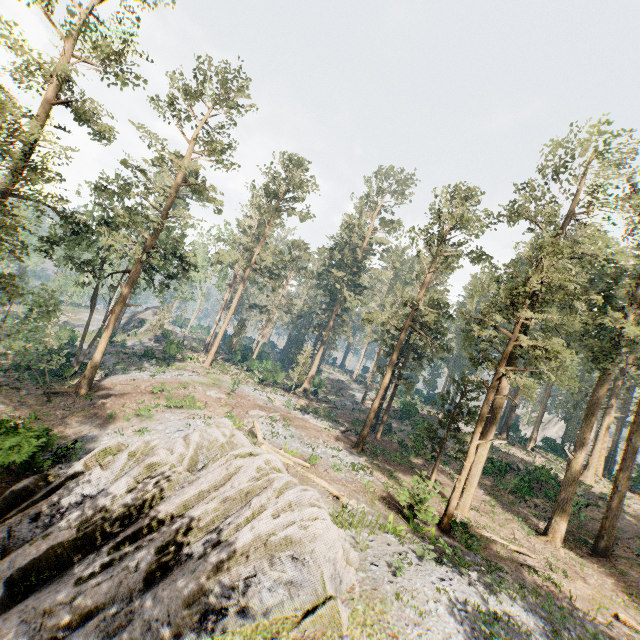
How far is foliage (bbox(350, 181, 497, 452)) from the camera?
27.4 meters

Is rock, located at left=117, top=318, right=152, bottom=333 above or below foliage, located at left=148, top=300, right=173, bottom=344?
below

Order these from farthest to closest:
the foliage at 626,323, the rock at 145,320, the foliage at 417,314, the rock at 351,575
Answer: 1. the rock at 145,320
2. the foliage at 417,314
3. the foliage at 626,323
4. the rock at 351,575

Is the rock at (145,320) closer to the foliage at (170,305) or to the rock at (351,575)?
the foliage at (170,305)

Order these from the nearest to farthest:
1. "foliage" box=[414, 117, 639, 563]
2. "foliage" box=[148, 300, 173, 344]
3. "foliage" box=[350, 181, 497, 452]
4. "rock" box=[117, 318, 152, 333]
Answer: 1. "foliage" box=[414, 117, 639, 563]
2. "foliage" box=[350, 181, 497, 452]
3. "foliage" box=[148, 300, 173, 344]
4. "rock" box=[117, 318, 152, 333]

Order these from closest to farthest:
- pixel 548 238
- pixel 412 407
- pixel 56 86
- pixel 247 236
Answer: pixel 56 86 → pixel 548 238 → pixel 412 407 → pixel 247 236

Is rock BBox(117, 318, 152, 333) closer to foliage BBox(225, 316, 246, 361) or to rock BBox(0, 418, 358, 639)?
foliage BBox(225, 316, 246, 361)
